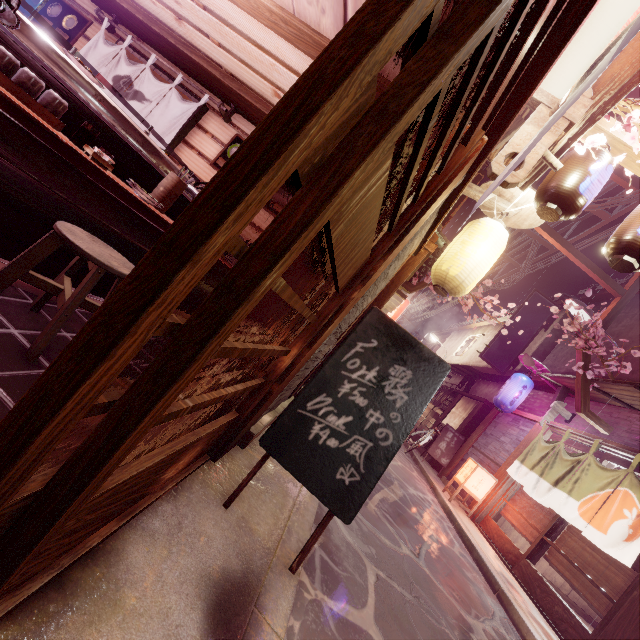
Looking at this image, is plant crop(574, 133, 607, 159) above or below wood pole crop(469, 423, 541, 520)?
above

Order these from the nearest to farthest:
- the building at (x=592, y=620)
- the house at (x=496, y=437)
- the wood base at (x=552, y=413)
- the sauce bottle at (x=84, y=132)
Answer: the sauce bottle at (x=84, y=132) → the building at (x=592, y=620) → the wood base at (x=552, y=413) → the house at (x=496, y=437)

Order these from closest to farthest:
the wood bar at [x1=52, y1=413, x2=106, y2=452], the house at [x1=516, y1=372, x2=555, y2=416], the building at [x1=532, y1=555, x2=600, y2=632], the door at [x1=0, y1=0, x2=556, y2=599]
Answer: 1. the door at [x1=0, y1=0, x2=556, y2=599]
2. the wood bar at [x1=52, y1=413, x2=106, y2=452]
3. the building at [x1=532, y1=555, x2=600, y2=632]
4. the house at [x1=516, y1=372, x2=555, y2=416]

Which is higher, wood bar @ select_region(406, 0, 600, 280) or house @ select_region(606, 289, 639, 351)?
house @ select_region(606, 289, 639, 351)

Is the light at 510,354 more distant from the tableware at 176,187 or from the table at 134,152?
the tableware at 176,187

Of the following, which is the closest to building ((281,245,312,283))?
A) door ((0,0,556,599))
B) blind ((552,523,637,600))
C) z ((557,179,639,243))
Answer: door ((0,0,556,599))

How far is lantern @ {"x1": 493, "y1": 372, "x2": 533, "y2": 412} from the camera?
15.17m

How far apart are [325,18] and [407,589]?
8.73m
